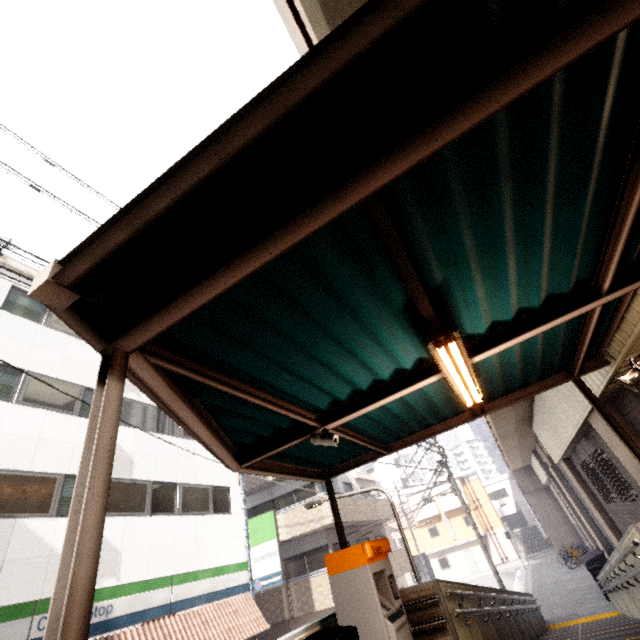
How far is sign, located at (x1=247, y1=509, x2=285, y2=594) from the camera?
12.9m

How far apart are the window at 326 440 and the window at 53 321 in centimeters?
1220cm

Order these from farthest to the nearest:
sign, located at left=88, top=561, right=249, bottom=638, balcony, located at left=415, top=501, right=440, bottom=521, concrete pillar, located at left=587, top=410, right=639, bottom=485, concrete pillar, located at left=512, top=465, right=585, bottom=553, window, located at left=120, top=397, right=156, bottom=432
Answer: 1. balcony, located at left=415, top=501, right=440, bottom=521
2. concrete pillar, located at left=512, top=465, right=585, bottom=553
3. window, located at left=120, top=397, right=156, bottom=432
4. sign, located at left=88, top=561, right=249, bottom=638
5. concrete pillar, located at left=587, top=410, right=639, bottom=485

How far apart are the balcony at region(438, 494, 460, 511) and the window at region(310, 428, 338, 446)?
42.44m

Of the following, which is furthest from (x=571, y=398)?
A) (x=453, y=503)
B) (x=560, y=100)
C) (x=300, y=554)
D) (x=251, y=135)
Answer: (x=453, y=503)

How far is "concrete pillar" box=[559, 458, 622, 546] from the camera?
12.5 meters

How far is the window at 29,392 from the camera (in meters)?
9.76

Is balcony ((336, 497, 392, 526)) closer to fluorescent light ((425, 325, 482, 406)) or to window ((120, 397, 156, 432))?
window ((120, 397, 156, 432))
